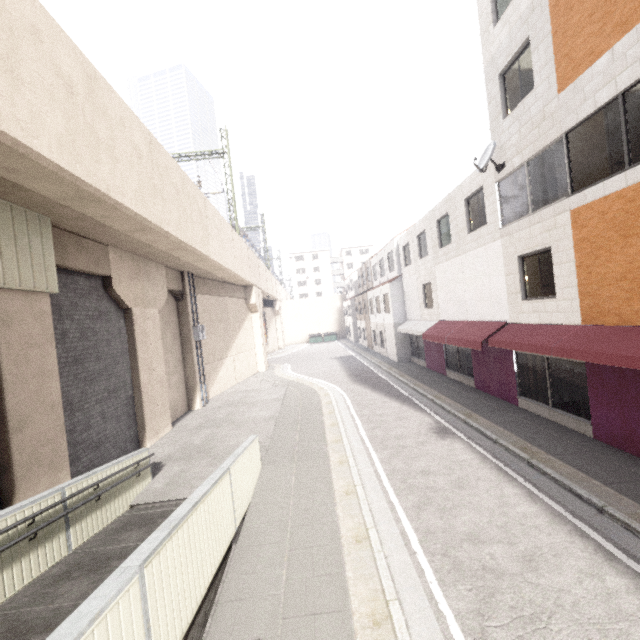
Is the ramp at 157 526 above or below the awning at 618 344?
below

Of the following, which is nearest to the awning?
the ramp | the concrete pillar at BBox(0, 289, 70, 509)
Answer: the ramp

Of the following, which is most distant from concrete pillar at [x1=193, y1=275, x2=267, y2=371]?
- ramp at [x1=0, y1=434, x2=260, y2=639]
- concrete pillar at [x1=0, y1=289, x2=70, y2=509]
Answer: ramp at [x1=0, y1=434, x2=260, y2=639]

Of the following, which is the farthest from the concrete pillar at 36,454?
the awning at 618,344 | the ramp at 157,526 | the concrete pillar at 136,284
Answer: the awning at 618,344

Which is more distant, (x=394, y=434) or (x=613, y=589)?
(x=394, y=434)

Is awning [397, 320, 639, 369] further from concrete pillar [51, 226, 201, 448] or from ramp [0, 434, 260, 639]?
concrete pillar [51, 226, 201, 448]

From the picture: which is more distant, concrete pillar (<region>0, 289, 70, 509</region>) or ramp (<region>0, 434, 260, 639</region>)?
concrete pillar (<region>0, 289, 70, 509</region>)
